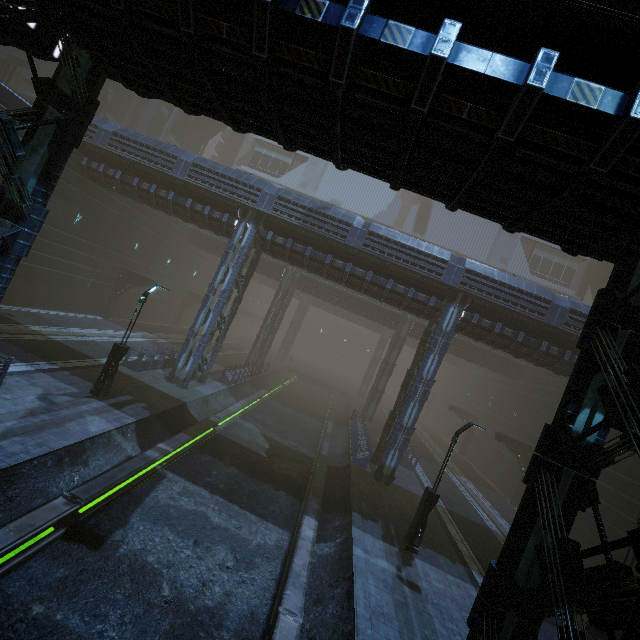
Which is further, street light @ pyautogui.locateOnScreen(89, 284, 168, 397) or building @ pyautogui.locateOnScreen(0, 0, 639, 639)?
street light @ pyautogui.locateOnScreen(89, 284, 168, 397)

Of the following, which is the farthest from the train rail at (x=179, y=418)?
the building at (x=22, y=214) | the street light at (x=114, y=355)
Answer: the street light at (x=114, y=355)

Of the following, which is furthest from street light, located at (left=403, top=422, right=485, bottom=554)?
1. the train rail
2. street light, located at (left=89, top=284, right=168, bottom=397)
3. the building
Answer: street light, located at (left=89, top=284, right=168, bottom=397)

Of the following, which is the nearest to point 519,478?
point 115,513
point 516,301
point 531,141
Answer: point 516,301

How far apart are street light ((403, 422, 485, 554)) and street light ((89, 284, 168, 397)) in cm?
1435

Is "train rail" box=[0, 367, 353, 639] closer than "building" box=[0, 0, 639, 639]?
No

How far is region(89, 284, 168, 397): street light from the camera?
14.3 meters

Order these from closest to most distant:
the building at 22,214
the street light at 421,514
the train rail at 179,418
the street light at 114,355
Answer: the building at 22,214 → the train rail at 179,418 → the street light at 421,514 → the street light at 114,355
